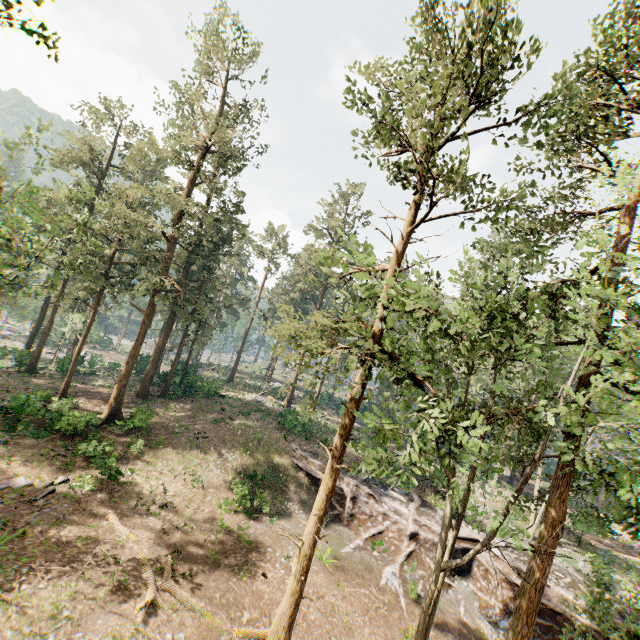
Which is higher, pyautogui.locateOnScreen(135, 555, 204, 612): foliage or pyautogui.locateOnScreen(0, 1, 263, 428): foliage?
pyautogui.locateOnScreen(0, 1, 263, 428): foliage

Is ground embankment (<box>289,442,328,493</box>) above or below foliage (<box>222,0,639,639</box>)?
below

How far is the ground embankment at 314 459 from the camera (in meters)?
26.73

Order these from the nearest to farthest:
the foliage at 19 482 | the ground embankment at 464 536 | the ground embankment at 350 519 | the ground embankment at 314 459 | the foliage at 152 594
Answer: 1. the foliage at 152 594
2. the foliage at 19 482
3. the ground embankment at 350 519
4. the ground embankment at 464 536
5. the ground embankment at 314 459

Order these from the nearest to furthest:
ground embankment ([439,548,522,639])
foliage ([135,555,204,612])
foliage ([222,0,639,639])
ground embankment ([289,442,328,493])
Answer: foliage ([222,0,639,639])
foliage ([135,555,204,612])
ground embankment ([439,548,522,639])
ground embankment ([289,442,328,493])

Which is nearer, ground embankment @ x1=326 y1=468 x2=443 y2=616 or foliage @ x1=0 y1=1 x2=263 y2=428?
foliage @ x1=0 y1=1 x2=263 y2=428

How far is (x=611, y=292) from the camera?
6.4 meters
